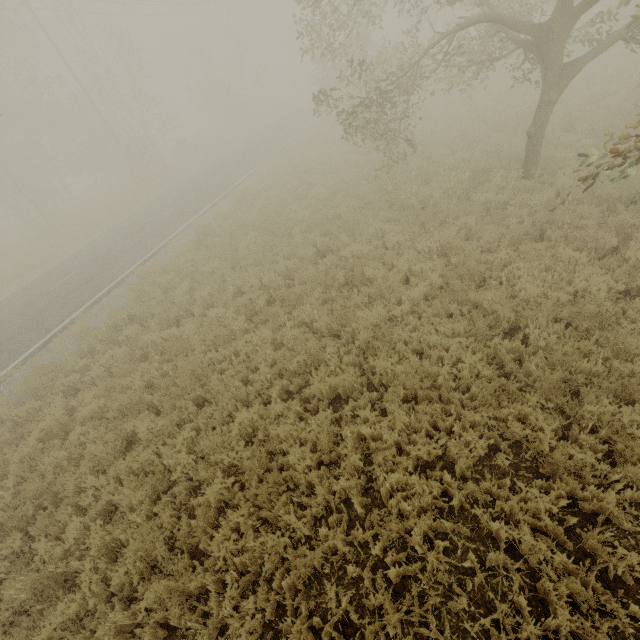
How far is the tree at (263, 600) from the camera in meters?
3.9 m

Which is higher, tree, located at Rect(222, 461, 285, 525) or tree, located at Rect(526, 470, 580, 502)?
tree, located at Rect(526, 470, 580, 502)

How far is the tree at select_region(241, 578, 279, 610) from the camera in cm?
389

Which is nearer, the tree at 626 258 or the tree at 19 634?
the tree at 19 634

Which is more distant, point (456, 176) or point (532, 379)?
point (456, 176)

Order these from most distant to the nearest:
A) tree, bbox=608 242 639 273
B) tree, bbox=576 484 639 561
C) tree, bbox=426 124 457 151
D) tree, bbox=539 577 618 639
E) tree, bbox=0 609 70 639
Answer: tree, bbox=426 124 457 151 → tree, bbox=608 242 639 273 → tree, bbox=0 609 70 639 → tree, bbox=576 484 639 561 → tree, bbox=539 577 618 639
